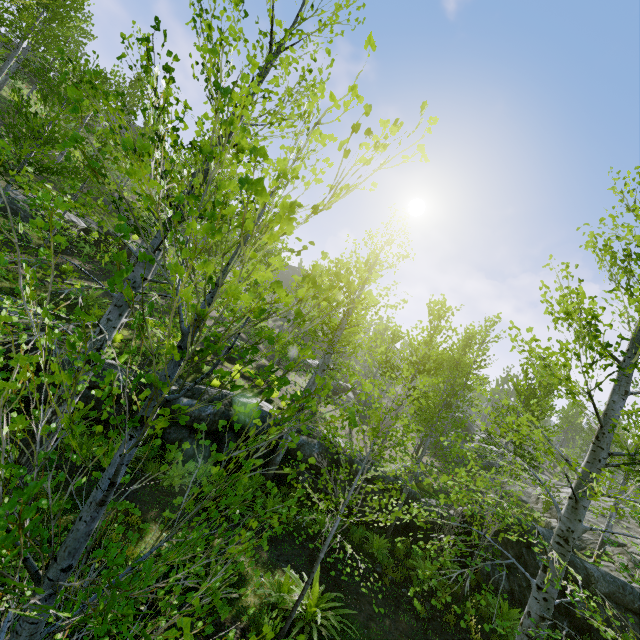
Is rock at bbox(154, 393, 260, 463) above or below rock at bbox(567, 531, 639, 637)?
below

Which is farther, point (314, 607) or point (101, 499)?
point (314, 607)

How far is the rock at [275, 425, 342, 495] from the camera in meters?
11.2 m

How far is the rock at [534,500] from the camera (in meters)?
19.44

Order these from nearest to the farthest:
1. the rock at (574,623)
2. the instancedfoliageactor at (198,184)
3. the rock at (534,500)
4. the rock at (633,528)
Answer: the instancedfoliageactor at (198,184), the rock at (574,623), the rock at (633,528), the rock at (534,500)

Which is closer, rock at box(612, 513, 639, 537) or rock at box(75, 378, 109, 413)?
rock at box(75, 378, 109, 413)

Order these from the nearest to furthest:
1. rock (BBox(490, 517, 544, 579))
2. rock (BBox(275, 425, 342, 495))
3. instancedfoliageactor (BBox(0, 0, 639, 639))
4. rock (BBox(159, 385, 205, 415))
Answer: instancedfoliageactor (BBox(0, 0, 639, 639)) → rock (BBox(490, 517, 544, 579)) → rock (BBox(159, 385, 205, 415)) → rock (BBox(275, 425, 342, 495))
